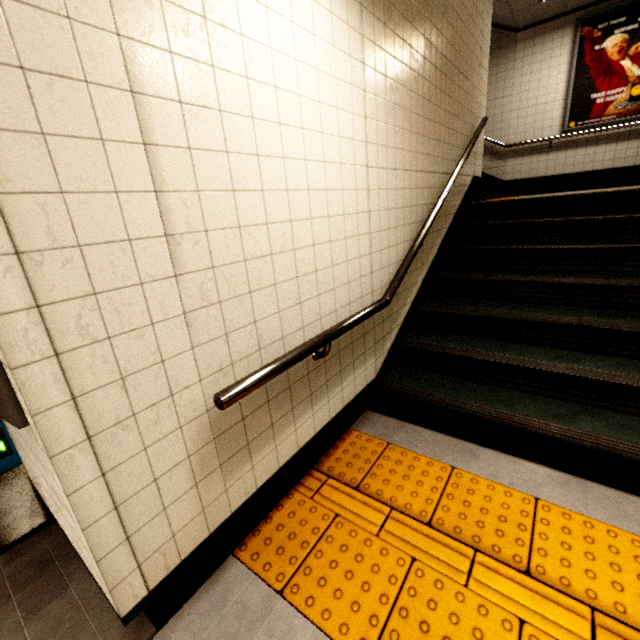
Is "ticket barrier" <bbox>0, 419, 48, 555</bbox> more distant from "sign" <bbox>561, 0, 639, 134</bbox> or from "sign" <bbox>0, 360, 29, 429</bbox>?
"sign" <bbox>561, 0, 639, 134</bbox>

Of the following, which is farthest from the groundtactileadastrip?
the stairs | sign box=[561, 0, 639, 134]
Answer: sign box=[561, 0, 639, 134]

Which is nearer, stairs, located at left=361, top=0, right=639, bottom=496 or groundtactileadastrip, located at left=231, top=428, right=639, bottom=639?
groundtactileadastrip, located at left=231, top=428, right=639, bottom=639

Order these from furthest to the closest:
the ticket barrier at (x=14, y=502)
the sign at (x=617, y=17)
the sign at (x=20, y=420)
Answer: the sign at (x=617, y=17), the ticket barrier at (x=14, y=502), the sign at (x=20, y=420)

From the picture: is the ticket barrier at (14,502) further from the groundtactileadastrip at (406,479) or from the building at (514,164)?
the building at (514,164)

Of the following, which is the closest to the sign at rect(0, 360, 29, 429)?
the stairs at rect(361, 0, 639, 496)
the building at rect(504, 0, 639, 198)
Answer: the stairs at rect(361, 0, 639, 496)

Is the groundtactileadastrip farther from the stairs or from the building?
the building

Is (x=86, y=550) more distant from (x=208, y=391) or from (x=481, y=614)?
(x=481, y=614)
